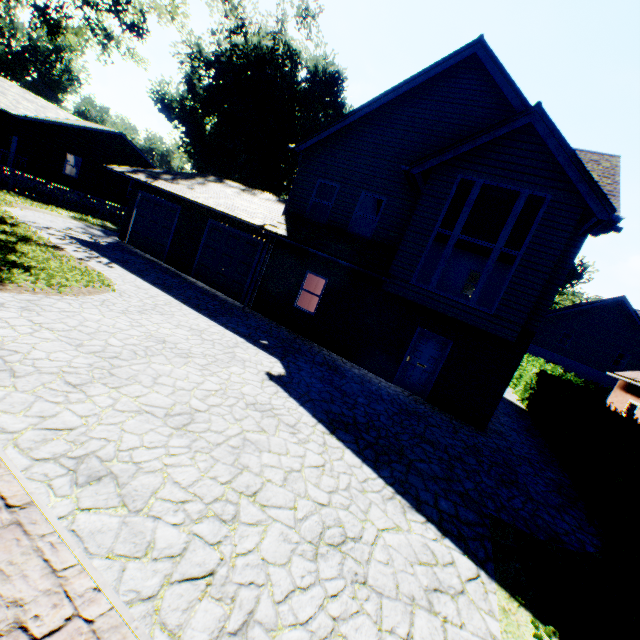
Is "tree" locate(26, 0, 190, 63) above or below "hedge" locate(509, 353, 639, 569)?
above

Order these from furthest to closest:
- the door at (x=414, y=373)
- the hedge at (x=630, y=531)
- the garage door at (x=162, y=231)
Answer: the garage door at (x=162, y=231) → the door at (x=414, y=373) → the hedge at (x=630, y=531)

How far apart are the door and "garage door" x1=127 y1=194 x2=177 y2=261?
13.0m

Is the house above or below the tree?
below

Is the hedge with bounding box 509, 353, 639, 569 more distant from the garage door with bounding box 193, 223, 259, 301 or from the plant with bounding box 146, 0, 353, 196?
the garage door with bounding box 193, 223, 259, 301

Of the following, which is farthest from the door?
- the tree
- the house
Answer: the house

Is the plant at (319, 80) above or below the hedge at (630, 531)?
above

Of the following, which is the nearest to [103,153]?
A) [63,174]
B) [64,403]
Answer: [63,174]
